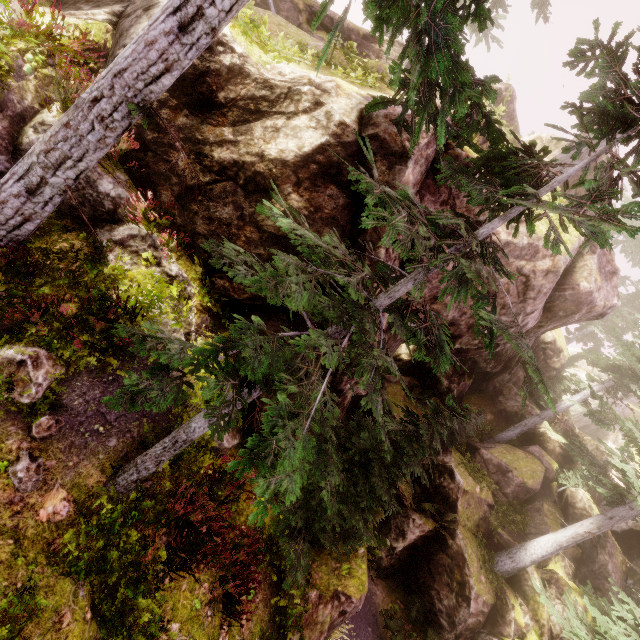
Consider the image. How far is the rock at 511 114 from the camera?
12.1m

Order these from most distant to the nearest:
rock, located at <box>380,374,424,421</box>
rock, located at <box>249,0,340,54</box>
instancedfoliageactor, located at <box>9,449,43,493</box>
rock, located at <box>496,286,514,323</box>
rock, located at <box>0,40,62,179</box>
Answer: rock, located at <box>380,374,424,421</box> < rock, located at <box>496,286,514,323</box> < rock, located at <box>249,0,340,54</box> < rock, located at <box>0,40,62,179</box> < instancedfoliageactor, located at <box>9,449,43,493</box>

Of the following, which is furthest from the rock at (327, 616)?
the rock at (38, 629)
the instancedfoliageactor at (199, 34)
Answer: the rock at (38, 629)

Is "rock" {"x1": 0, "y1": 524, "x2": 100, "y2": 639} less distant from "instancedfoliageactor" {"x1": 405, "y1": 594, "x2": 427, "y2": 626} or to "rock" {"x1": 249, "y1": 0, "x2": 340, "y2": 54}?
"instancedfoliageactor" {"x1": 405, "y1": 594, "x2": 427, "y2": 626}

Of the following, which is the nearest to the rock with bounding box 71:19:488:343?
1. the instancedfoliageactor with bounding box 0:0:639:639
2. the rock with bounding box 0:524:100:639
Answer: the instancedfoliageactor with bounding box 0:0:639:639

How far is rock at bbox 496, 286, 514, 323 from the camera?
8.9m

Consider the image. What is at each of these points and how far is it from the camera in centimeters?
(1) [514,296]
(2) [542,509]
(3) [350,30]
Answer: (1) rock, 905cm
(2) rock, 1694cm
(3) rock, 1255cm
